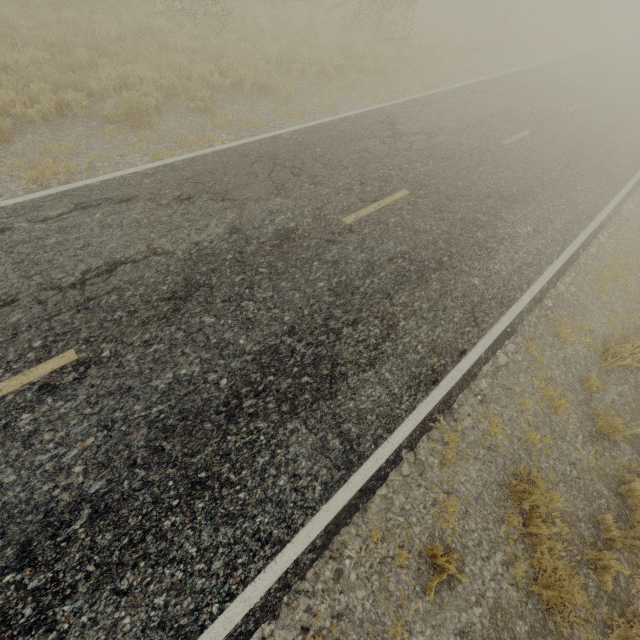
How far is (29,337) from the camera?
4.3m
